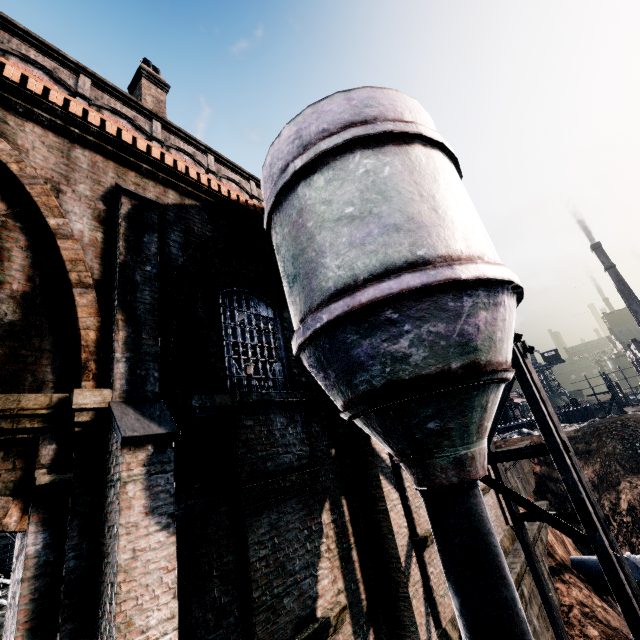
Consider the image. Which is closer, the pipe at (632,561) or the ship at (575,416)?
the pipe at (632,561)

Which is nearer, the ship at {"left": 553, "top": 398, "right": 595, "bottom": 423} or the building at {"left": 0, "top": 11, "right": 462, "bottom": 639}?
the building at {"left": 0, "top": 11, "right": 462, "bottom": 639}

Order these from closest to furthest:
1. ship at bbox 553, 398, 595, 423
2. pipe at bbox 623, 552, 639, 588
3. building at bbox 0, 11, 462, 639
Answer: building at bbox 0, 11, 462, 639 → pipe at bbox 623, 552, 639, 588 → ship at bbox 553, 398, 595, 423

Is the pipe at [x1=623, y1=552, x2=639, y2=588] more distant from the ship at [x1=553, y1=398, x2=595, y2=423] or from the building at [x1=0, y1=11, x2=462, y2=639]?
the ship at [x1=553, y1=398, x2=595, y2=423]

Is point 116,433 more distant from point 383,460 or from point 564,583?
point 564,583

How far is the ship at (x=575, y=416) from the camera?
49.3m

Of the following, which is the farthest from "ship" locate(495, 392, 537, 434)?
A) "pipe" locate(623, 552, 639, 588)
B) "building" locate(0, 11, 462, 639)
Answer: "building" locate(0, 11, 462, 639)
